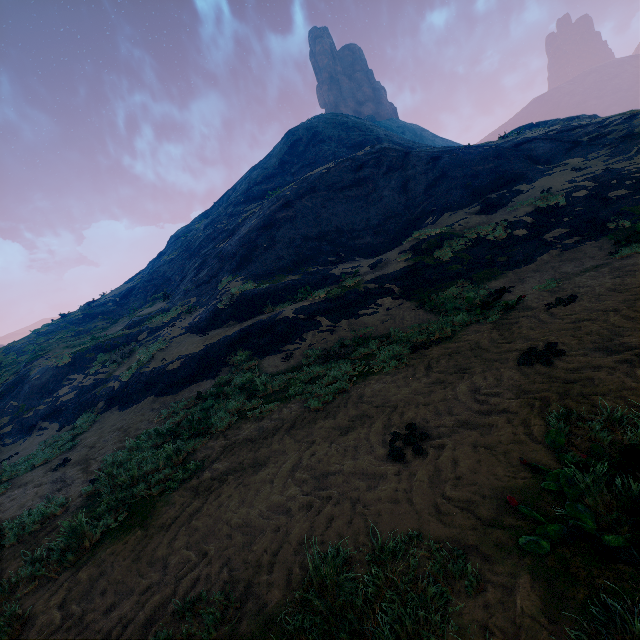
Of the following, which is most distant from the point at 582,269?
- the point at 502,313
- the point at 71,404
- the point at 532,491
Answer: the point at 71,404
